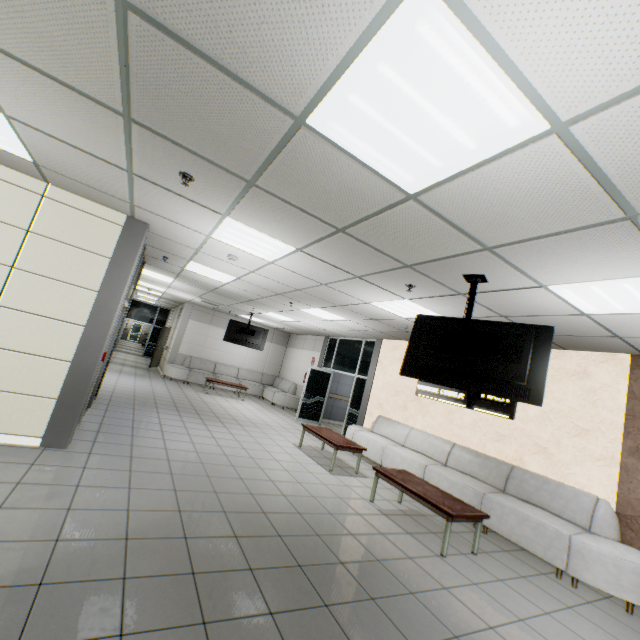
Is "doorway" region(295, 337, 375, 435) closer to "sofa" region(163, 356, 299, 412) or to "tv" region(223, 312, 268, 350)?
"sofa" region(163, 356, 299, 412)

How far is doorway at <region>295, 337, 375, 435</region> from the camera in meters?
Answer: 10.3 m

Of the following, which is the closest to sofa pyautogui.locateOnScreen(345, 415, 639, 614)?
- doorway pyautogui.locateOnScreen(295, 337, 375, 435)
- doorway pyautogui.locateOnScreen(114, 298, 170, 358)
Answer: doorway pyautogui.locateOnScreen(295, 337, 375, 435)

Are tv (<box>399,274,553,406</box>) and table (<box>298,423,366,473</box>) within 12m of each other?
yes

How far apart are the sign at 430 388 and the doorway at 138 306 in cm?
1742

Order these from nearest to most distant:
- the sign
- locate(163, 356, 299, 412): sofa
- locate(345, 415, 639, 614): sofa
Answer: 1. locate(345, 415, 639, 614): sofa
2. the sign
3. locate(163, 356, 299, 412): sofa

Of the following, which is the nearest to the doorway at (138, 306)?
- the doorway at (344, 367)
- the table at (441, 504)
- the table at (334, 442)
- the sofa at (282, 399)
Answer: the sofa at (282, 399)

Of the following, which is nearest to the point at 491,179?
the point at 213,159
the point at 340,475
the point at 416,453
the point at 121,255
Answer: the point at 213,159
